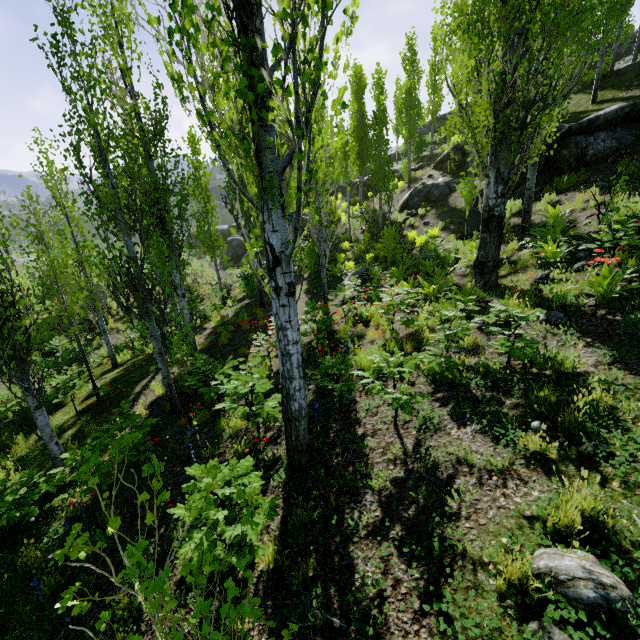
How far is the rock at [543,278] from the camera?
6.8m

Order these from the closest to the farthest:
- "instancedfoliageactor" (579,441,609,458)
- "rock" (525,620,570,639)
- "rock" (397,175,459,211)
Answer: "rock" (525,620,570,639), "instancedfoliageactor" (579,441,609,458), "rock" (397,175,459,211)

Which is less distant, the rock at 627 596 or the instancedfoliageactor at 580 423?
the rock at 627 596

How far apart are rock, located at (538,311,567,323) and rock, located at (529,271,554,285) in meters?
1.6

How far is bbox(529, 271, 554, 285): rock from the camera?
6.8 meters

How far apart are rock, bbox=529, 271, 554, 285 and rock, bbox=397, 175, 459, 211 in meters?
11.8

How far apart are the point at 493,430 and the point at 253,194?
3.7m

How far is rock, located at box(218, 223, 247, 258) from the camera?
33.8 meters
